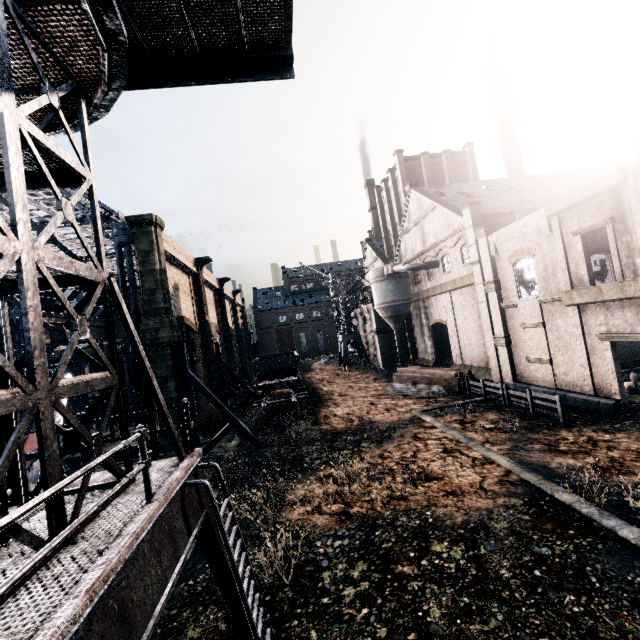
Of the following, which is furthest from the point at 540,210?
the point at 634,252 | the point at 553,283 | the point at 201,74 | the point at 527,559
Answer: the point at 201,74

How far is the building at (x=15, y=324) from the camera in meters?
44.9

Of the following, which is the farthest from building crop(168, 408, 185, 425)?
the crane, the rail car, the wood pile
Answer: the crane

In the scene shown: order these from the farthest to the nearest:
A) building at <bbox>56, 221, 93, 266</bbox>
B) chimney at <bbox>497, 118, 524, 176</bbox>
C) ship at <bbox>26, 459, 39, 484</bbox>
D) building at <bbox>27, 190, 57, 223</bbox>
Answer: chimney at <bbox>497, 118, 524, 176</bbox> → building at <bbox>56, 221, 93, 266</bbox> → building at <bbox>27, 190, 57, 223</bbox> → ship at <bbox>26, 459, 39, 484</bbox>

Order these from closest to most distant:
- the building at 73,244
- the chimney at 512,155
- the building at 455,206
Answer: the building at 455,206 < the building at 73,244 < the chimney at 512,155

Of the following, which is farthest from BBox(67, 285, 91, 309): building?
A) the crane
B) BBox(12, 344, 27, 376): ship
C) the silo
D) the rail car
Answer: the crane

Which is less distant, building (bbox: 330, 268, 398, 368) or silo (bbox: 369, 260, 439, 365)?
silo (bbox: 369, 260, 439, 365)

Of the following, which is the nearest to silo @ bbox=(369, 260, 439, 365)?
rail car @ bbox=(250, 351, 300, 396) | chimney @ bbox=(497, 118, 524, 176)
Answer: rail car @ bbox=(250, 351, 300, 396)
